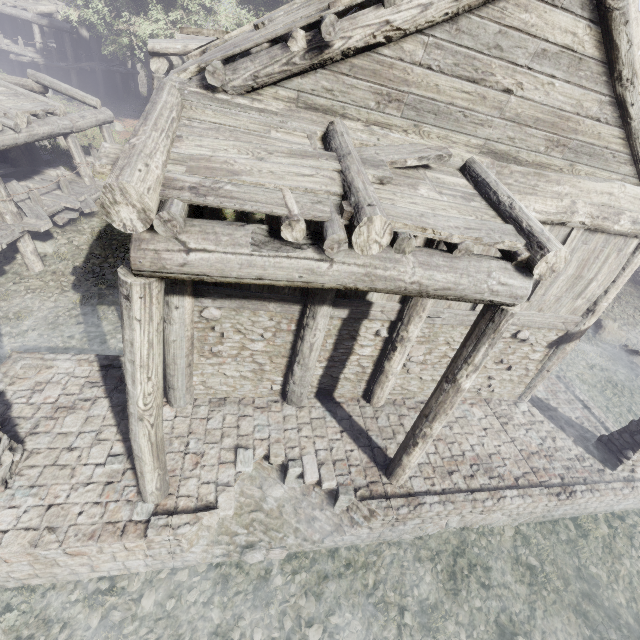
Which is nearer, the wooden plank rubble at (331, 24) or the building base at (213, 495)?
the wooden plank rubble at (331, 24)

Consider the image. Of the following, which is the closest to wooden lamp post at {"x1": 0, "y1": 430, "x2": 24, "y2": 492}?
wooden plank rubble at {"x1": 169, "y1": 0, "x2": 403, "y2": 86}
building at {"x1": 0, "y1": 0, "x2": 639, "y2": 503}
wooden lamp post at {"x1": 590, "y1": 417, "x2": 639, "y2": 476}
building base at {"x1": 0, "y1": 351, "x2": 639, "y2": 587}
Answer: building base at {"x1": 0, "y1": 351, "x2": 639, "y2": 587}

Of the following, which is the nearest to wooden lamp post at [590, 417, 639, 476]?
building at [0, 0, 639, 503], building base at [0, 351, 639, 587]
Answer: building base at [0, 351, 639, 587]

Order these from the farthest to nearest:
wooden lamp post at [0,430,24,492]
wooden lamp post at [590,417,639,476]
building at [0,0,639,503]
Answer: wooden lamp post at [590,417,639,476], wooden lamp post at [0,430,24,492], building at [0,0,639,503]

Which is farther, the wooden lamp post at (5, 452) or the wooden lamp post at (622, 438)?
the wooden lamp post at (622, 438)

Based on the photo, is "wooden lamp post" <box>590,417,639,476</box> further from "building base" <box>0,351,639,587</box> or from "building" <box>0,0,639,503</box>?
"building" <box>0,0,639,503</box>

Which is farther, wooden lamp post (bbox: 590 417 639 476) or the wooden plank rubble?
wooden lamp post (bbox: 590 417 639 476)

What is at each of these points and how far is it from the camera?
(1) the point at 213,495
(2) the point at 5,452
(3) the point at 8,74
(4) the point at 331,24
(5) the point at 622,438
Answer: (1) building base, 5.8 meters
(2) wooden lamp post, 5.3 meters
(3) building, 26.8 meters
(4) wooden plank rubble, 3.6 meters
(5) wooden lamp post, 8.3 meters
